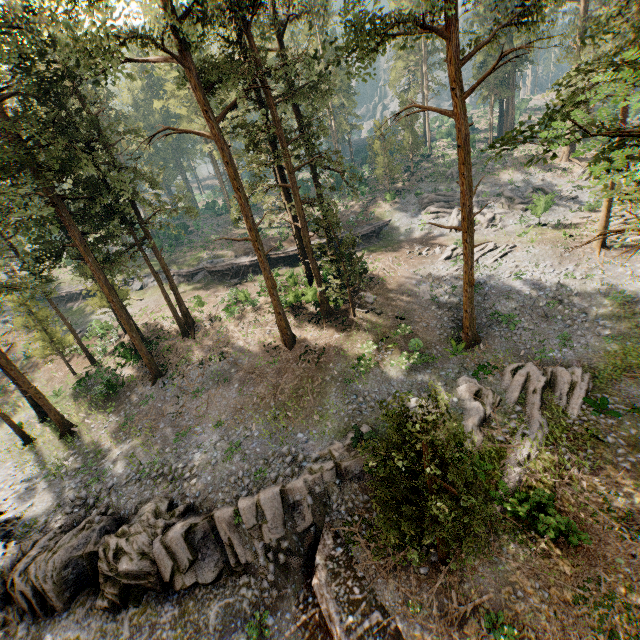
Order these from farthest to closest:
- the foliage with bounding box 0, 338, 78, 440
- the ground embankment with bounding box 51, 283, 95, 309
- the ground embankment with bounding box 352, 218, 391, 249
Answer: the ground embankment with bounding box 51, 283, 95, 309 < the ground embankment with bounding box 352, 218, 391, 249 < the foliage with bounding box 0, 338, 78, 440

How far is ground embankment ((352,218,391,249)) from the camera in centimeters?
3916cm

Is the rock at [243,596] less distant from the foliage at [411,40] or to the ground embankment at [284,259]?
the foliage at [411,40]

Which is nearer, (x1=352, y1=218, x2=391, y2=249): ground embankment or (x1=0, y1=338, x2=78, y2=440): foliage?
(x1=0, y1=338, x2=78, y2=440): foliage

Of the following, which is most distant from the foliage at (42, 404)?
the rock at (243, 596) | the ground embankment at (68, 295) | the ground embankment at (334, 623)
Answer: the ground embankment at (68, 295)

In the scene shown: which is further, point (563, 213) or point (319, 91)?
point (563, 213)

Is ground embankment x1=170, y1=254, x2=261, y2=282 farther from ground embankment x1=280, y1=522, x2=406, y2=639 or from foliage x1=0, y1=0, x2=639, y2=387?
ground embankment x1=280, y1=522, x2=406, y2=639
